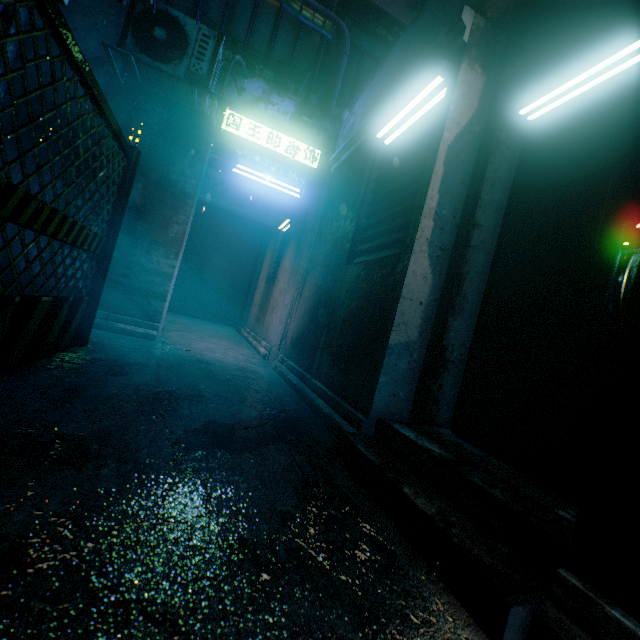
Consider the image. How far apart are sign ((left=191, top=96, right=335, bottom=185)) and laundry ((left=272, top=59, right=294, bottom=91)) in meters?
1.2

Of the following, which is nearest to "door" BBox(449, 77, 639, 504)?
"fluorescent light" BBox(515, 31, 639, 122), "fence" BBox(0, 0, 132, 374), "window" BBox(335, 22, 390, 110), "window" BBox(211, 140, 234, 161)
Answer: "fluorescent light" BBox(515, 31, 639, 122)

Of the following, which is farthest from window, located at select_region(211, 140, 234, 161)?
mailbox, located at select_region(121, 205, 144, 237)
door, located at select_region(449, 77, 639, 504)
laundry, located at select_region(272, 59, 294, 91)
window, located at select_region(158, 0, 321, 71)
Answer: door, located at select_region(449, 77, 639, 504)

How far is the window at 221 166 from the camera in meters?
8.7

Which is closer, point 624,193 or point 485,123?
point 624,193

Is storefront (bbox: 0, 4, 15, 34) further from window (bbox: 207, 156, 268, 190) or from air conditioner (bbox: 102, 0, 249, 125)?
window (bbox: 207, 156, 268, 190)

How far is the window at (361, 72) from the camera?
6.0m

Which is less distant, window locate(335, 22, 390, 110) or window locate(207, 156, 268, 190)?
window locate(335, 22, 390, 110)
